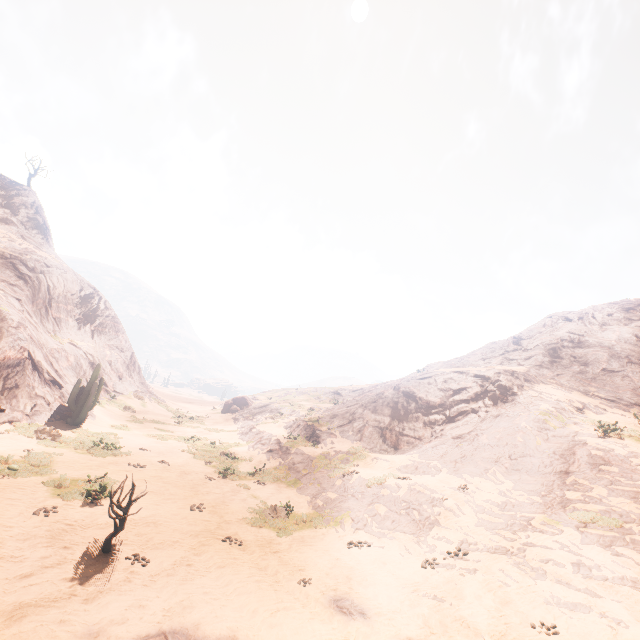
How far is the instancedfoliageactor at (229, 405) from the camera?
43.0 meters

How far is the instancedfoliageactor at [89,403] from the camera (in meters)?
20.45

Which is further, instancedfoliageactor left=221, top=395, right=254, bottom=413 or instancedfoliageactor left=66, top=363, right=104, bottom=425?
instancedfoliageactor left=221, top=395, right=254, bottom=413

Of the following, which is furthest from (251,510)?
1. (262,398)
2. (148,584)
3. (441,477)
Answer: (262,398)

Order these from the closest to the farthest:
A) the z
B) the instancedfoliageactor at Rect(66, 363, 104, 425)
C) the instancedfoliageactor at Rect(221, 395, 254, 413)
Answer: the z < the instancedfoliageactor at Rect(66, 363, 104, 425) < the instancedfoliageactor at Rect(221, 395, 254, 413)

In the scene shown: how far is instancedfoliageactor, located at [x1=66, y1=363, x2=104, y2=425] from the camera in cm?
2045

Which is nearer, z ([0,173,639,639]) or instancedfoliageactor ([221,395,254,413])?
z ([0,173,639,639])

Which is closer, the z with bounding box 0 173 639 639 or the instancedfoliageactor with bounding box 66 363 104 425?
the z with bounding box 0 173 639 639
